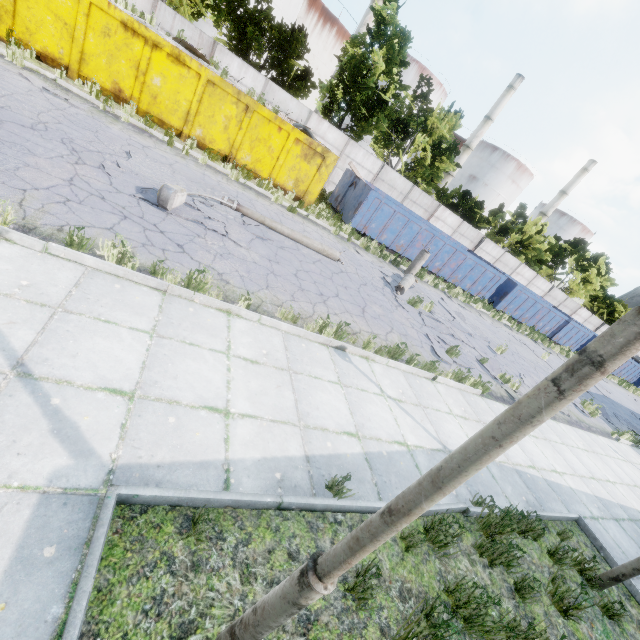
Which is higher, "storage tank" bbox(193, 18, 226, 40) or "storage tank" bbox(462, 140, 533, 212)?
"storage tank" bbox(462, 140, 533, 212)

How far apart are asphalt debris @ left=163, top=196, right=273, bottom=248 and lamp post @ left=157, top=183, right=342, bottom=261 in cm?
1

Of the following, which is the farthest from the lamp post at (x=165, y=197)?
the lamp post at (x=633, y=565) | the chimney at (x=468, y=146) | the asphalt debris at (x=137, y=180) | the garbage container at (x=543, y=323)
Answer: the chimney at (x=468, y=146)

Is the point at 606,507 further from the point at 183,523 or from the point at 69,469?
the point at 69,469

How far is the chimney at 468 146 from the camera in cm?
4969

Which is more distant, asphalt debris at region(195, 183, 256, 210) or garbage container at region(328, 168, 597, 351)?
garbage container at region(328, 168, 597, 351)

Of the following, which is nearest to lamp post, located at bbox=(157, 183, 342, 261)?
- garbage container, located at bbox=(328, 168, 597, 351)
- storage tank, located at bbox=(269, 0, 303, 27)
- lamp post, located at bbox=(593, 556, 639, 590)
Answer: garbage container, located at bbox=(328, 168, 597, 351)

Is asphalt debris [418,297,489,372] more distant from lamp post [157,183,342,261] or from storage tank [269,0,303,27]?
storage tank [269,0,303,27]
